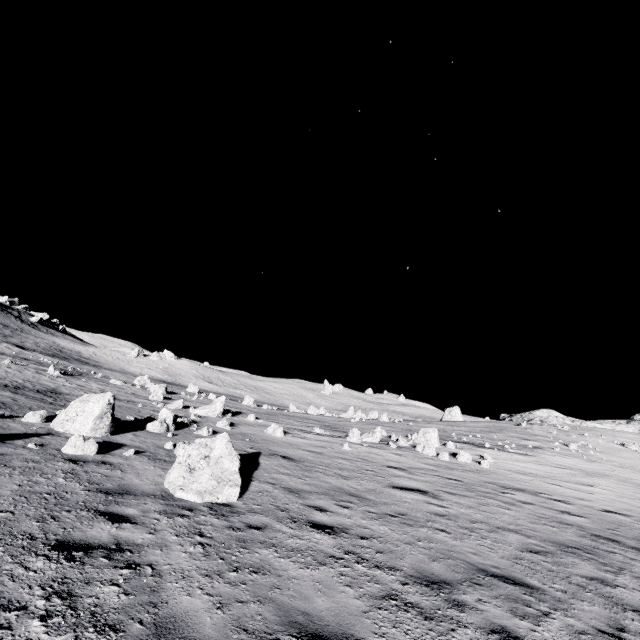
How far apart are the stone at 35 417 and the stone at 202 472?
5.97m

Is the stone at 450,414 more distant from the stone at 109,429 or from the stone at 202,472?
the stone at 202,472

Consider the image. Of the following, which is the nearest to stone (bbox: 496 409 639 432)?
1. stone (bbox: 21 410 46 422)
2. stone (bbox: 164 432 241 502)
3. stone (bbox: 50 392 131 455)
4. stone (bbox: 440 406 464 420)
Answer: stone (bbox: 440 406 464 420)

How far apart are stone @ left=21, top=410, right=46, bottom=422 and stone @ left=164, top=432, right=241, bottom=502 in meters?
6.0

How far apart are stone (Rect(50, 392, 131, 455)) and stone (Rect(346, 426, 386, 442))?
11.5 meters

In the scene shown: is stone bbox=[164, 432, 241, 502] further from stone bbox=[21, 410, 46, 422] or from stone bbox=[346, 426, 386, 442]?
stone bbox=[346, 426, 386, 442]

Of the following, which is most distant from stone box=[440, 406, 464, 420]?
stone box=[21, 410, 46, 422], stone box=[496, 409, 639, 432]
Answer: stone box=[21, 410, 46, 422]

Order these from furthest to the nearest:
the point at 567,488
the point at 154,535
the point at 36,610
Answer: the point at 567,488
the point at 154,535
the point at 36,610
